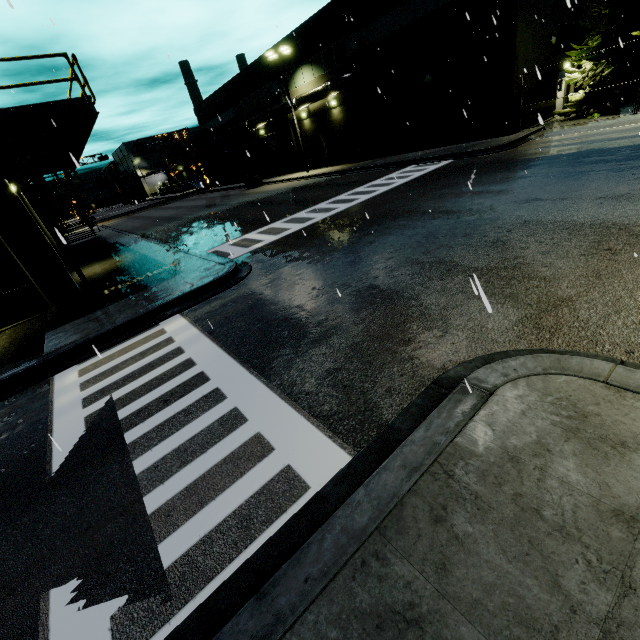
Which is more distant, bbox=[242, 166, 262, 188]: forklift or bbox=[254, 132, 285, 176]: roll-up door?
bbox=[254, 132, 285, 176]: roll-up door

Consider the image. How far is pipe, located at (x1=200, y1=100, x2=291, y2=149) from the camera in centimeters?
3144cm

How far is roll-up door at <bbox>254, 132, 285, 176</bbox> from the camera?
37.7 meters

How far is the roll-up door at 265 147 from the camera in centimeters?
3766cm

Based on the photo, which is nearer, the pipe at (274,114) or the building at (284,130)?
the pipe at (274,114)

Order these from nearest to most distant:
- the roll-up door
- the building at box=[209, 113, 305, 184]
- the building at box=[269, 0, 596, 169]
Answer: the building at box=[269, 0, 596, 169] < the building at box=[209, 113, 305, 184] < the roll-up door

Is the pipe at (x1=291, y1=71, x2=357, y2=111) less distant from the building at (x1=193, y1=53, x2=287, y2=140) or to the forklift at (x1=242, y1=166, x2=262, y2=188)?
the building at (x1=193, y1=53, x2=287, y2=140)

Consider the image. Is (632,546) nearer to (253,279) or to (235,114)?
(253,279)
